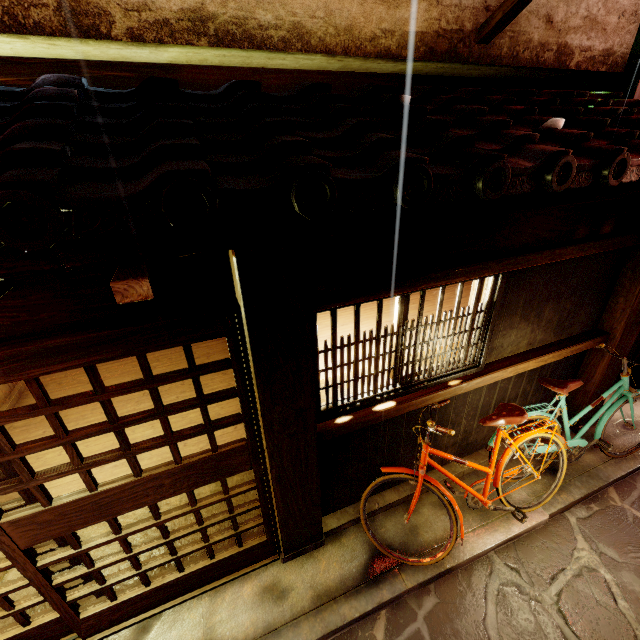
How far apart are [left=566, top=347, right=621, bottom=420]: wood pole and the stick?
8.48m

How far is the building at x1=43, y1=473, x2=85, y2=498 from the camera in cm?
736

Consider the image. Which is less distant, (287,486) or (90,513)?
(90,513)

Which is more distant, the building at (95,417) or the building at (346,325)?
the building at (95,417)

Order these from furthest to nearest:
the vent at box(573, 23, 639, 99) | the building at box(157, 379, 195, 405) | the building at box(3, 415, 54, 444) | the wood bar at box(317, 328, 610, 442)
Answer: the building at box(157, 379, 195, 405) → the building at box(3, 415, 54, 444) → the vent at box(573, 23, 639, 99) → the wood bar at box(317, 328, 610, 442)

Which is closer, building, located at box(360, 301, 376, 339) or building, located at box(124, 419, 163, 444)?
building, located at box(360, 301, 376, 339)

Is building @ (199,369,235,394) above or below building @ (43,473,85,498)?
above

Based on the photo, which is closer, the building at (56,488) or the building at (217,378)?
the building at (56,488)
